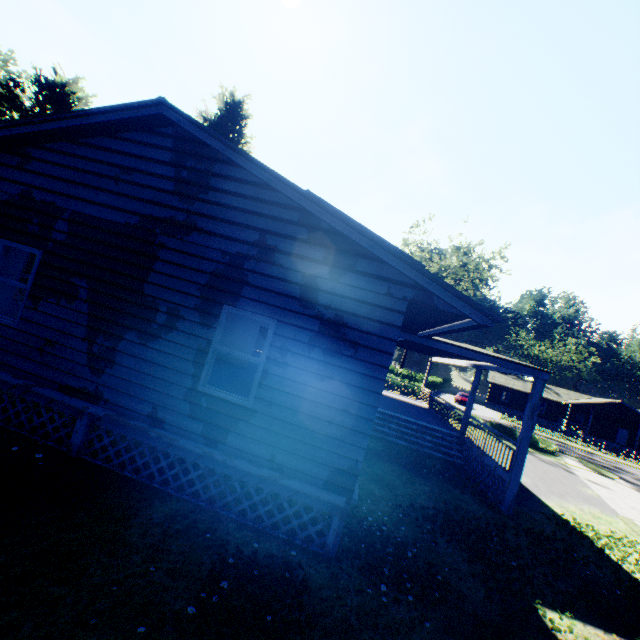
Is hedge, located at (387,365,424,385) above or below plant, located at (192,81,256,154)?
below

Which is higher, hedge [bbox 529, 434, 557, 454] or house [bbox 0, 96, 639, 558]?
house [bbox 0, 96, 639, 558]

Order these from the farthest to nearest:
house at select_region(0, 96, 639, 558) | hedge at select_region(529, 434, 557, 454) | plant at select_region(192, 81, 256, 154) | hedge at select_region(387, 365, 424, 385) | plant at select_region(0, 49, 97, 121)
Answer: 1. plant at select_region(192, 81, 256, 154)
2. hedge at select_region(387, 365, 424, 385)
3. plant at select_region(0, 49, 97, 121)
4. hedge at select_region(529, 434, 557, 454)
5. house at select_region(0, 96, 639, 558)

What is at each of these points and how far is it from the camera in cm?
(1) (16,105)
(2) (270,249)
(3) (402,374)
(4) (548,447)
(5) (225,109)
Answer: (1) plant, 2717
(2) house, 581
(3) hedge, 4559
(4) hedge, 2366
(5) plant, 3262

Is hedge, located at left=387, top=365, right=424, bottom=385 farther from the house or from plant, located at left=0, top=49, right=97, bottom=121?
plant, located at left=0, top=49, right=97, bottom=121

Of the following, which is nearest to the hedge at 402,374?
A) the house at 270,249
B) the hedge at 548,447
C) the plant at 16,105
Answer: the hedge at 548,447

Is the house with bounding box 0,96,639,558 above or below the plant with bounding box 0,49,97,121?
below

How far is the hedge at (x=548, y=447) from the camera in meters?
23.6 m
